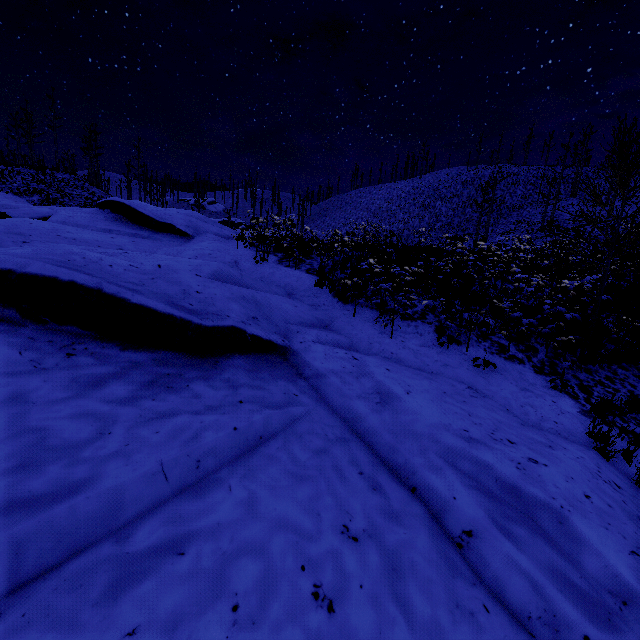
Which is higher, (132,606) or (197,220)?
(197,220)
